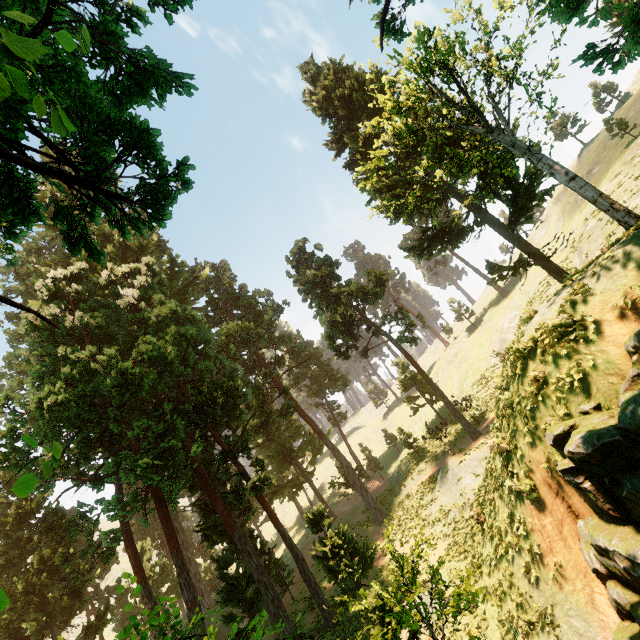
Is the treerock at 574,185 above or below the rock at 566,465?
above

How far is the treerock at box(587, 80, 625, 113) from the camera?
48.8m

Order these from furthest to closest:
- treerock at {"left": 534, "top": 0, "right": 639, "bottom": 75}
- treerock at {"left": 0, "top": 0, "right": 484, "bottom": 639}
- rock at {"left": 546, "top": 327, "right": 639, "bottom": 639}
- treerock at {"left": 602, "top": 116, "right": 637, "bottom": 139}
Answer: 1. treerock at {"left": 602, "top": 116, "right": 637, "bottom": 139}
2. treerock at {"left": 0, "top": 0, "right": 484, "bottom": 639}
3. rock at {"left": 546, "top": 327, "right": 639, "bottom": 639}
4. treerock at {"left": 534, "top": 0, "right": 639, "bottom": 75}

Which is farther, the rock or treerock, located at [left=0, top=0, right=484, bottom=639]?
treerock, located at [left=0, top=0, right=484, bottom=639]

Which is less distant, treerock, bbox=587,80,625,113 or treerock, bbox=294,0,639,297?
treerock, bbox=294,0,639,297

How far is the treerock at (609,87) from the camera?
48.81m

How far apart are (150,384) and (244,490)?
8.8m
